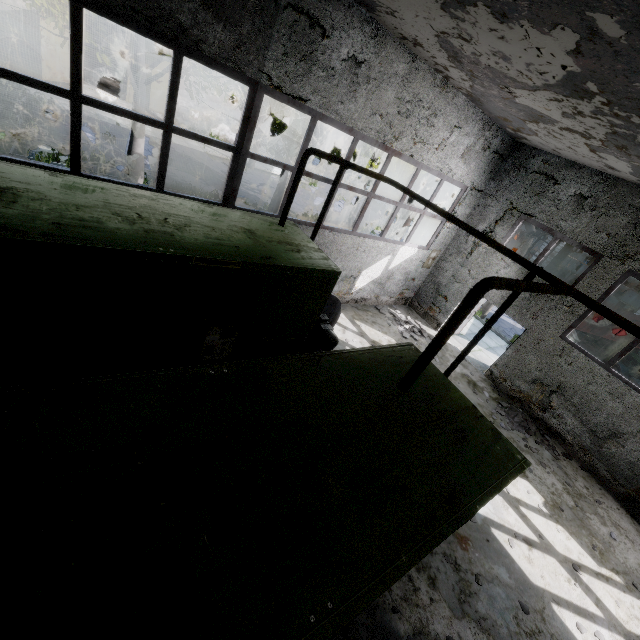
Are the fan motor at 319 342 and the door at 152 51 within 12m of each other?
no

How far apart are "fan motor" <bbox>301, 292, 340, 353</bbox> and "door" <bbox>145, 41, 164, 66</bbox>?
24.0m

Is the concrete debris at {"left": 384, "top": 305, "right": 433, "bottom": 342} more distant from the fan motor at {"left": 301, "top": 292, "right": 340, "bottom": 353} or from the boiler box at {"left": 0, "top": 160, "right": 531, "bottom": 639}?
the boiler box at {"left": 0, "top": 160, "right": 531, "bottom": 639}

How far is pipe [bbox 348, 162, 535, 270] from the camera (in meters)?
5.43

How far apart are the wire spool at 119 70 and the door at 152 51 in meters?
11.1 m

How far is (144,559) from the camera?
1.6m

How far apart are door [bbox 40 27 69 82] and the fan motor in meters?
22.2
